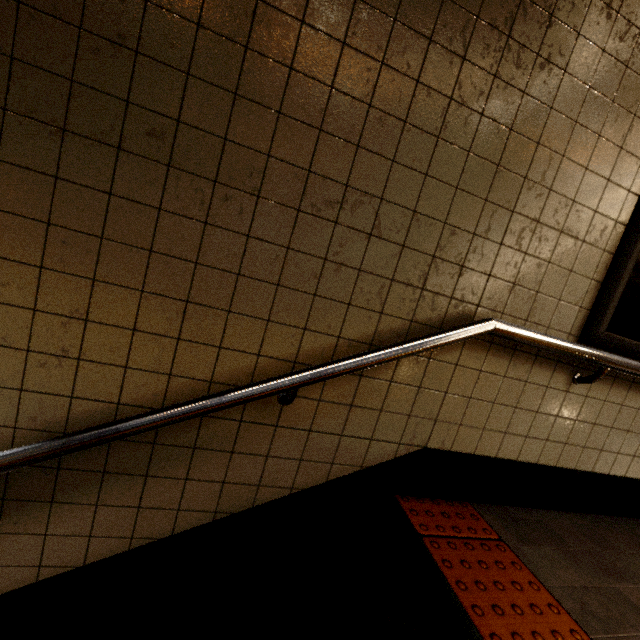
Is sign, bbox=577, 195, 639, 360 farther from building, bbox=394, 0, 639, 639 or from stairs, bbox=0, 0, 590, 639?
stairs, bbox=0, 0, 590, 639

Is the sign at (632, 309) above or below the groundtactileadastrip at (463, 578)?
above

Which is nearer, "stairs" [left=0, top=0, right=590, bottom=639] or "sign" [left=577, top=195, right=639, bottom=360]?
"stairs" [left=0, top=0, right=590, bottom=639]

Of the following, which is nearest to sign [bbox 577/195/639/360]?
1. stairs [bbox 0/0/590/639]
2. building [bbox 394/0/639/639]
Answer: building [bbox 394/0/639/639]

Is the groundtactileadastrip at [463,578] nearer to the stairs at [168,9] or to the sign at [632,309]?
the stairs at [168,9]

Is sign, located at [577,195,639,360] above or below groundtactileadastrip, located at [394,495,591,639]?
above

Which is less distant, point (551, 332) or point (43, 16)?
point (43, 16)
